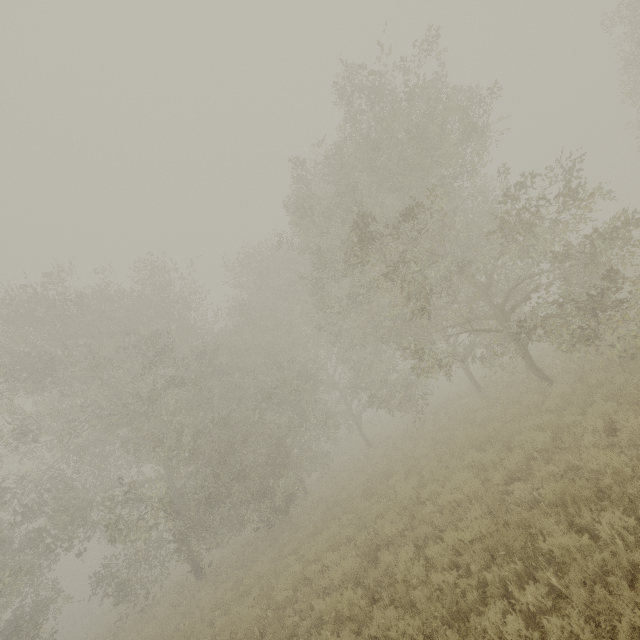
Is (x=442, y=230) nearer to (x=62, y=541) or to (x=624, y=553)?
(x=624, y=553)
